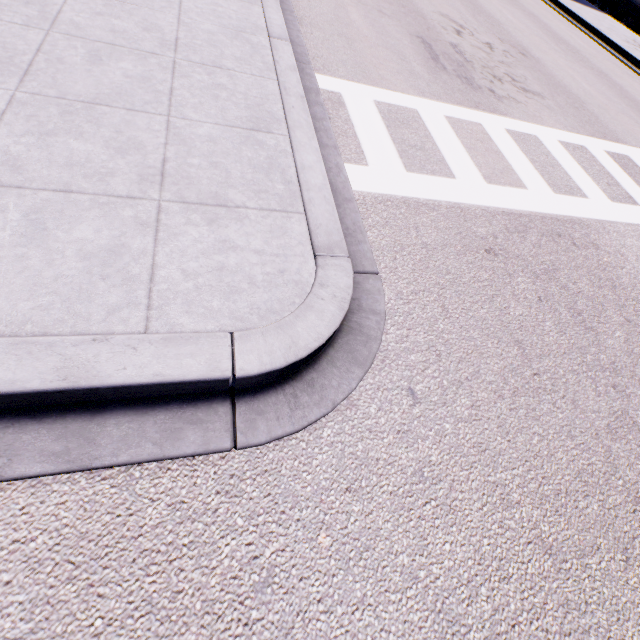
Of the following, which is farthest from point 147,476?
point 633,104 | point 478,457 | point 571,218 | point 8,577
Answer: point 633,104
